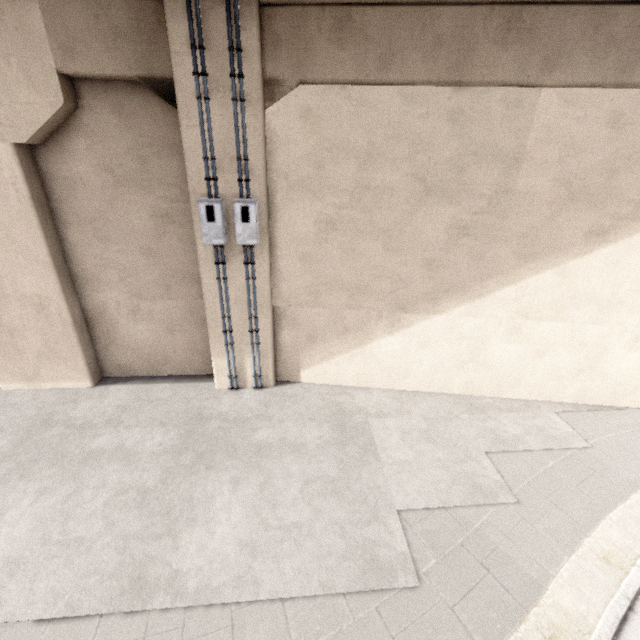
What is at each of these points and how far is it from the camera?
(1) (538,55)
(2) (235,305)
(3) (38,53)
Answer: (1) concrete pillar, 4.8m
(2) concrete pillar, 6.7m
(3) concrete pillar, 4.9m
